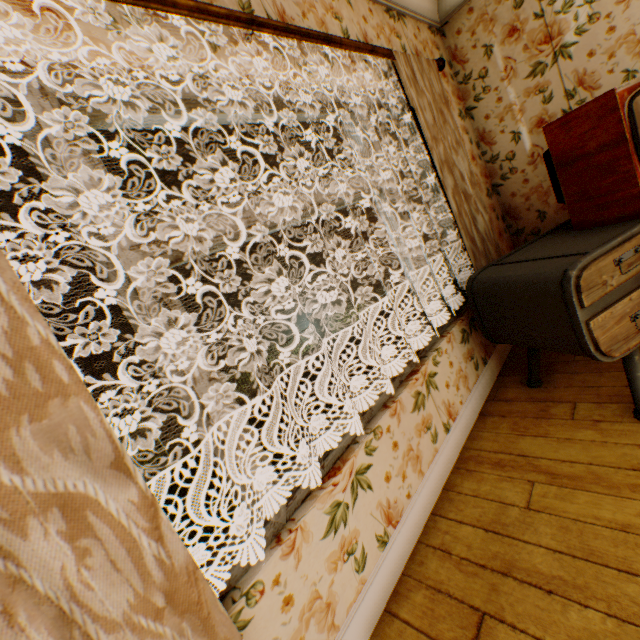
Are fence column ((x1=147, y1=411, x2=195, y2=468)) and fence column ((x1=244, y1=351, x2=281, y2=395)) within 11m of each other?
yes

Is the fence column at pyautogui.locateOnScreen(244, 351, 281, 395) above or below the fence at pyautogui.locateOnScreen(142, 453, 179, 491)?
above

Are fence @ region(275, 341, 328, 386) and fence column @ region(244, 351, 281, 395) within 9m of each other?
yes

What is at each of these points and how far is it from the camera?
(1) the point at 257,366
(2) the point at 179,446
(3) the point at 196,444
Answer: (1) fence column, 16.95m
(2) fence column, 13.83m
(3) fence, 14.38m

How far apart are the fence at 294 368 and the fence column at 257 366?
0.16m

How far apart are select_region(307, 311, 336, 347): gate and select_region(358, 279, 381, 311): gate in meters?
4.8

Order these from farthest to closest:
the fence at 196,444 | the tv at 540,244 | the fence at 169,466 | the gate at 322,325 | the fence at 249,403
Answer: the gate at 322,325, the fence at 249,403, the fence at 196,444, the fence at 169,466, the tv at 540,244

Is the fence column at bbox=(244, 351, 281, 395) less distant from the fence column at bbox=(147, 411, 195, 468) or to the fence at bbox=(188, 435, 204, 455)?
the fence at bbox=(188, 435, 204, 455)
